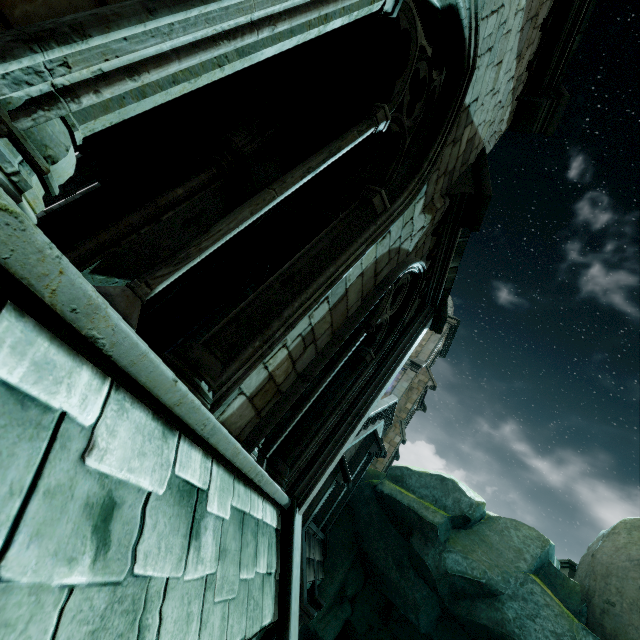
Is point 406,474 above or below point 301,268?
above

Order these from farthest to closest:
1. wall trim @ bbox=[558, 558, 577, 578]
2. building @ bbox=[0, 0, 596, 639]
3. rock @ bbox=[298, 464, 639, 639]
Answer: wall trim @ bbox=[558, 558, 577, 578] → rock @ bbox=[298, 464, 639, 639] → building @ bbox=[0, 0, 596, 639]

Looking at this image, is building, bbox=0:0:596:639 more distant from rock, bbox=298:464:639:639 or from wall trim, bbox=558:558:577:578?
wall trim, bbox=558:558:577:578

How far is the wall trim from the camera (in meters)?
A: 12.79

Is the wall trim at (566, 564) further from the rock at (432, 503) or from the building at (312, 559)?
the building at (312, 559)

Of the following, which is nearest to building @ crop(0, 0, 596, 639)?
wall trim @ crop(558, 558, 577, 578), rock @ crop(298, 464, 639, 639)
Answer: rock @ crop(298, 464, 639, 639)

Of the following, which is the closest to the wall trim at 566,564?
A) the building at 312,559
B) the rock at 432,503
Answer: the rock at 432,503
